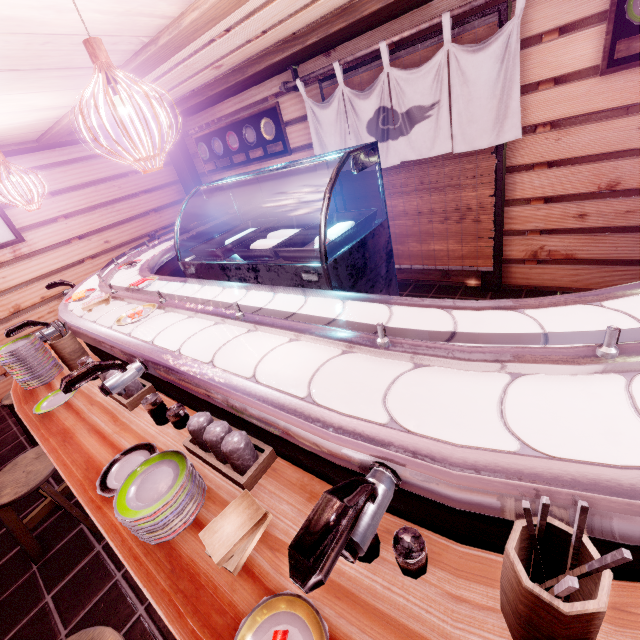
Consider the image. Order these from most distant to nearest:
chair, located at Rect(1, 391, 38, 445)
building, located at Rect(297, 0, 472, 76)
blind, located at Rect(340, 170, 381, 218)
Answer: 1. blind, located at Rect(340, 170, 381, 218)
2. chair, located at Rect(1, 391, 38, 445)
3. building, located at Rect(297, 0, 472, 76)

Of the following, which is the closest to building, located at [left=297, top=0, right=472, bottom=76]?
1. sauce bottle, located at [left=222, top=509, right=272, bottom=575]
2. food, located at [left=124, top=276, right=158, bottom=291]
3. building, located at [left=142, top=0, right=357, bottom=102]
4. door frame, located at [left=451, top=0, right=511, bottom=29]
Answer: door frame, located at [left=451, top=0, right=511, bottom=29]

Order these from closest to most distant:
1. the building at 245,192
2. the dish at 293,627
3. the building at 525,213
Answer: the dish at 293,627 < the building at 525,213 < the building at 245,192

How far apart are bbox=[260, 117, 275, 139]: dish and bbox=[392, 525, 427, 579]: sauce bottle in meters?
8.8 m

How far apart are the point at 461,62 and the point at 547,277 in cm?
421

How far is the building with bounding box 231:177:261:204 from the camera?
9.66m

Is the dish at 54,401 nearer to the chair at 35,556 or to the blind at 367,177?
the chair at 35,556

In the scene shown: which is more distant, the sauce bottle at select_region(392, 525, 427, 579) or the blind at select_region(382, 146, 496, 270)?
the blind at select_region(382, 146, 496, 270)
